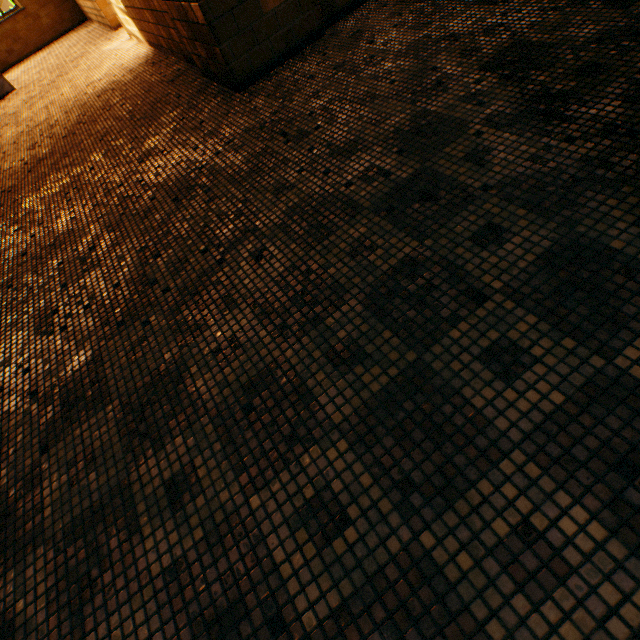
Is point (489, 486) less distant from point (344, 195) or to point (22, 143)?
point (344, 195)
